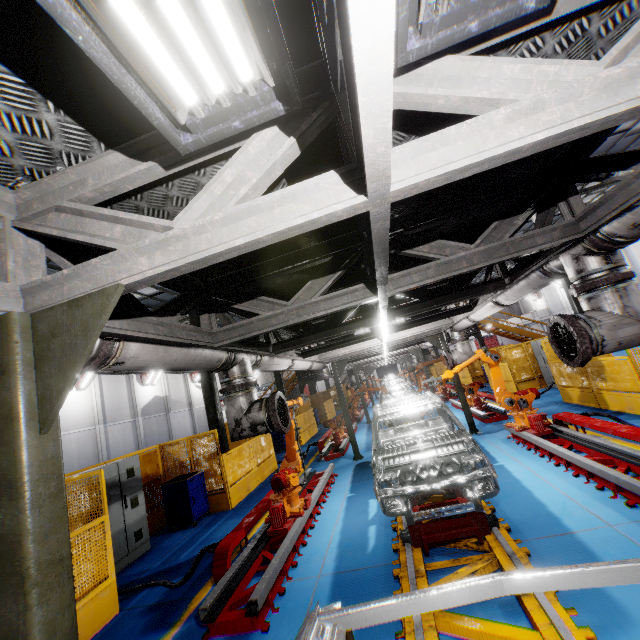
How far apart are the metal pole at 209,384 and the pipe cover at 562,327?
10.6m

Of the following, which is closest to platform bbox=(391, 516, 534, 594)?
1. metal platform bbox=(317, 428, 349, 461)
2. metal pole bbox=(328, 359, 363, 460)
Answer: metal pole bbox=(328, 359, 363, 460)

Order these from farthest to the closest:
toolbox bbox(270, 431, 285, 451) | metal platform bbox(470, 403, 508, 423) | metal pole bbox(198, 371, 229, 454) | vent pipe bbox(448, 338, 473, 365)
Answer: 1. toolbox bbox(270, 431, 285, 451)
2. metal pole bbox(198, 371, 229, 454)
3. metal platform bbox(470, 403, 508, 423)
4. vent pipe bbox(448, 338, 473, 365)

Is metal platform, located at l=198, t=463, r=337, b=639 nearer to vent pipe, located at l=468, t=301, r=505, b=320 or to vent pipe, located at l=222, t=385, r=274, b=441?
vent pipe, located at l=222, t=385, r=274, b=441

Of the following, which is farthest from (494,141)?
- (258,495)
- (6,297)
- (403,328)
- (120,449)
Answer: (120,449)

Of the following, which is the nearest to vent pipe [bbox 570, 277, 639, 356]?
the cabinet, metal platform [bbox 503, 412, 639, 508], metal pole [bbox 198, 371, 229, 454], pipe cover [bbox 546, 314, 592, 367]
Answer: pipe cover [bbox 546, 314, 592, 367]

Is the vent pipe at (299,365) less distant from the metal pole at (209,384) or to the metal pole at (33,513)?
the metal pole at (33,513)

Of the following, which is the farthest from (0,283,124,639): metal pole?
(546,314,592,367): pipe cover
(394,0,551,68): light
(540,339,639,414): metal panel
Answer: (546,314,592,367): pipe cover
